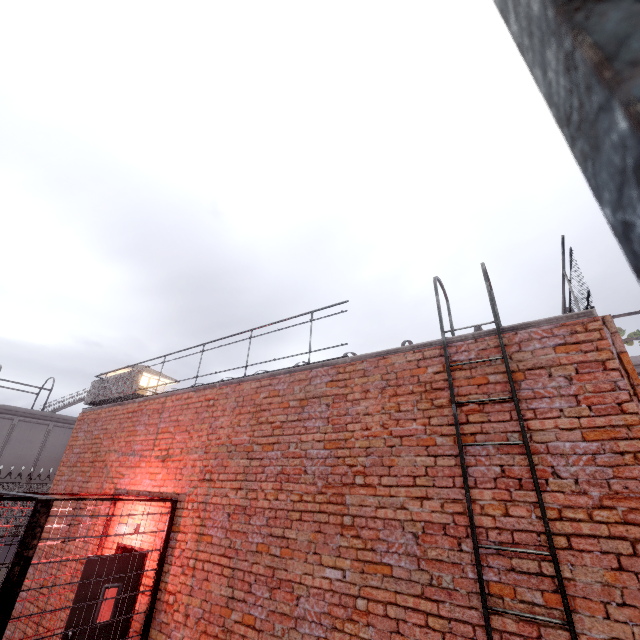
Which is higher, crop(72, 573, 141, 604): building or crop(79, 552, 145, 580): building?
crop(79, 552, 145, 580): building

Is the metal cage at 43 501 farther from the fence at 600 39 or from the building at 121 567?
the fence at 600 39

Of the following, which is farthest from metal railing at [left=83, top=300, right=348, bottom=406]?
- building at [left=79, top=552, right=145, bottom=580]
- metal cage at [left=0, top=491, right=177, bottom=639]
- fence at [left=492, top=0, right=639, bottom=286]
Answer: building at [left=79, top=552, right=145, bottom=580]

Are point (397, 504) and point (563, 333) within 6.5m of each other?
yes

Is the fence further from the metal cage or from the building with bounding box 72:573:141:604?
the building with bounding box 72:573:141:604

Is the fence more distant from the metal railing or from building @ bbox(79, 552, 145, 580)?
building @ bbox(79, 552, 145, 580)

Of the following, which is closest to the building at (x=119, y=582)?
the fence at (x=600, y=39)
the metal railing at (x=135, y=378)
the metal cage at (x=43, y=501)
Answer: the metal cage at (x=43, y=501)

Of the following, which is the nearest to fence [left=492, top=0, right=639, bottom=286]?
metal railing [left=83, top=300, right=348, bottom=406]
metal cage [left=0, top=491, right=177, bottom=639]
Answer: metal railing [left=83, top=300, right=348, bottom=406]
